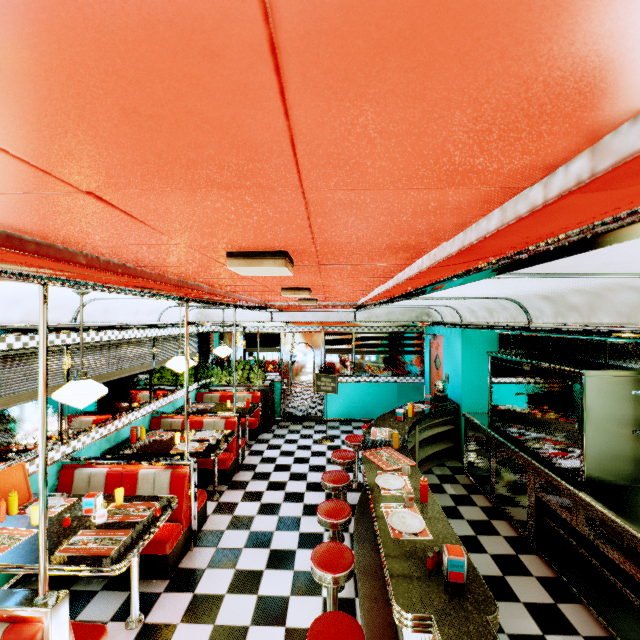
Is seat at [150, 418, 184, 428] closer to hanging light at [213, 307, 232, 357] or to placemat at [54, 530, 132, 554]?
hanging light at [213, 307, 232, 357]

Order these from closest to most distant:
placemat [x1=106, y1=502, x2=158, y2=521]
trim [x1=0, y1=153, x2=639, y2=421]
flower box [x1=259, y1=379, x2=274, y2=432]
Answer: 1. trim [x1=0, y1=153, x2=639, y2=421]
2. placemat [x1=106, y1=502, x2=158, y2=521]
3. flower box [x1=259, y1=379, x2=274, y2=432]

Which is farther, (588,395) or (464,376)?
(464,376)

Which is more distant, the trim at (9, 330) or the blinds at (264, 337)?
the blinds at (264, 337)

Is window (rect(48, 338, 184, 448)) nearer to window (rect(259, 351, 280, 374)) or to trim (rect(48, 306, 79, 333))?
trim (rect(48, 306, 79, 333))

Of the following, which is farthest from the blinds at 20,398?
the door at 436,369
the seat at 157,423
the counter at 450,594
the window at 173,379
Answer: the door at 436,369

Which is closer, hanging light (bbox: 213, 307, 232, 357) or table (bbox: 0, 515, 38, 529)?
table (bbox: 0, 515, 38, 529)

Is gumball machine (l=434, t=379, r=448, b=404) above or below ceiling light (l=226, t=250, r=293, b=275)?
below
